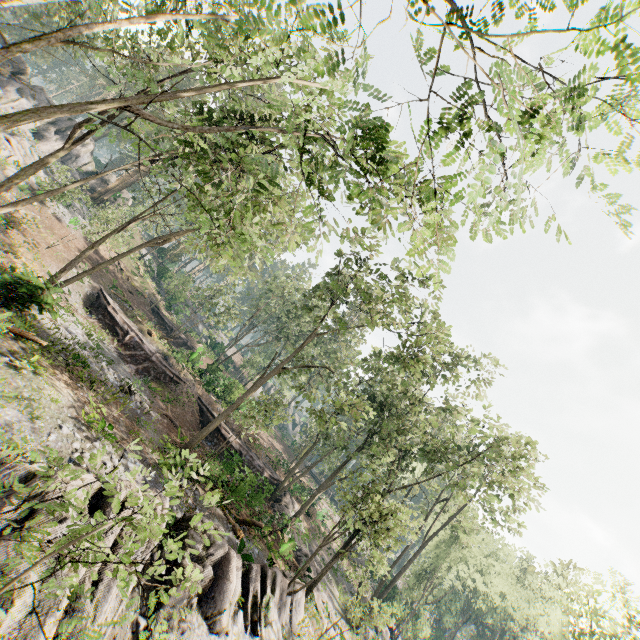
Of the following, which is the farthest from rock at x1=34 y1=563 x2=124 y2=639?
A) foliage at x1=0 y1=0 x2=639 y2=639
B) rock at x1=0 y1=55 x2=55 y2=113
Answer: rock at x1=0 y1=55 x2=55 y2=113

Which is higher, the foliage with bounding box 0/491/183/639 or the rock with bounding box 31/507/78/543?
the foliage with bounding box 0/491/183/639

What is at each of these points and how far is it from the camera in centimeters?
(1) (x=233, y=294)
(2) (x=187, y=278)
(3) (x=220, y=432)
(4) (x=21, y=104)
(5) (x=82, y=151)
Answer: (1) foliage, 3572cm
(2) foliage, 3850cm
(3) ground embankment, 2786cm
(4) rock, 3662cm
(5) rock, 4322cm

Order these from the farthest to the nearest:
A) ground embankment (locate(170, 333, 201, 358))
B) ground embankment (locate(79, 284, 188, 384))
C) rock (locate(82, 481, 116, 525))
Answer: ground embankment (locate(170, 333, 201, 358)) < ground embankment (locate(79, 284, 188, 384)) < rock (locate(82, 481, 116, 525))

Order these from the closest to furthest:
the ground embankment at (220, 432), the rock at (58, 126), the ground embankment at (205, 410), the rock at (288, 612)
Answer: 1. the rock at (288, 612)
2. the ground embankment at (220, 432)
3. the ground embankment at (205, 410)
4. the rock at (58, 126)

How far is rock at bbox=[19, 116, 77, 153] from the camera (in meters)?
37.50

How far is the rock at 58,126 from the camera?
37.5m

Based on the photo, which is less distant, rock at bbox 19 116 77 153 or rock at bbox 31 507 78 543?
rock at bbox 31 507 78 543
